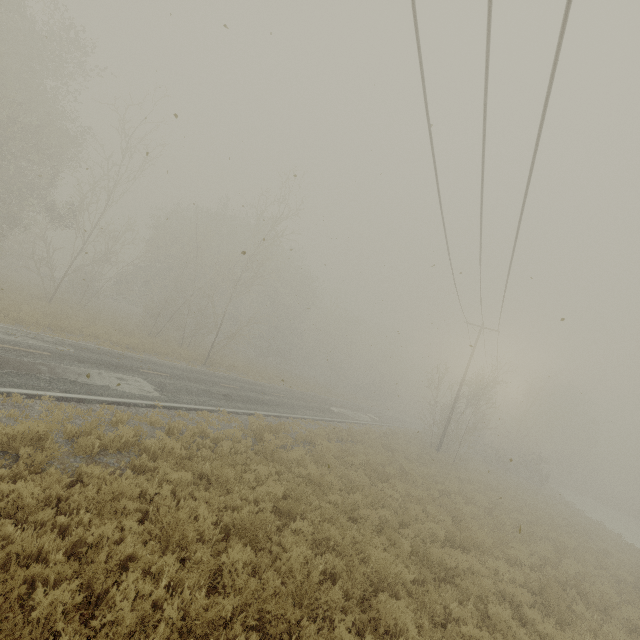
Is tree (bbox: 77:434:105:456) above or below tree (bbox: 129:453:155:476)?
above

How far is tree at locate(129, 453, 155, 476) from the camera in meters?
7.3 m

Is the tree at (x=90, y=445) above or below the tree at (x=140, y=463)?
above

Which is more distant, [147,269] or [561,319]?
[147,269]

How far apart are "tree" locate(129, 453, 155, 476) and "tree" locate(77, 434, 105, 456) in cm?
97

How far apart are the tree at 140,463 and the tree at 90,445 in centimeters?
97cm

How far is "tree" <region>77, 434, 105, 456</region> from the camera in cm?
687
